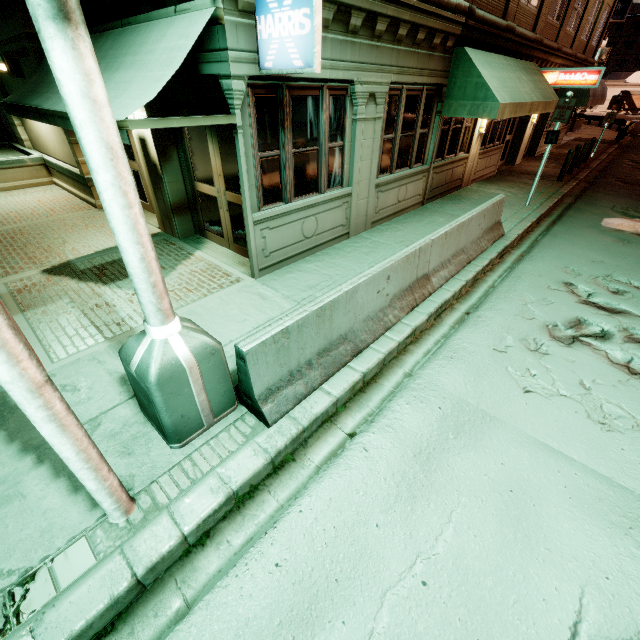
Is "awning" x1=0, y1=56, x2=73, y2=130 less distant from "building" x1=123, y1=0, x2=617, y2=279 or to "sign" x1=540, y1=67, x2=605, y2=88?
"building" x1=123, y1=0, x2=617, y2=279

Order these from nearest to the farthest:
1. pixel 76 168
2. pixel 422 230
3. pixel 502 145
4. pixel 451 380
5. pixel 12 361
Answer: pixel 12 361 < pixel 451 380 < pixel 422 230 < pixel 76 168 < pixel 502 145

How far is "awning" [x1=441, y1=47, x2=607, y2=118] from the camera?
8.2m

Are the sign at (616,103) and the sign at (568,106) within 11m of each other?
no

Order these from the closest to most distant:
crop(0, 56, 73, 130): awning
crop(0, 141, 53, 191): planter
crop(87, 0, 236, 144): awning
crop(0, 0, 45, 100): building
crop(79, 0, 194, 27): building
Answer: crop(87, 0, 236, 144): awning, crop(79, 0, 194, 27): building, crop(0, 56, 73, 130): awning, crop(0, 0, 45, 100): building, crop(0, 141, 53, 191): planter

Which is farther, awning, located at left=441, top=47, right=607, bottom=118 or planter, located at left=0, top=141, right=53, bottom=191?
planter, located at left=0, top=141, right=53, bottom=191

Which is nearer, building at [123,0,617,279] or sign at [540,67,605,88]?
building at [123,0,617,279]

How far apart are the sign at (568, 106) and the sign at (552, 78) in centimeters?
589cm
